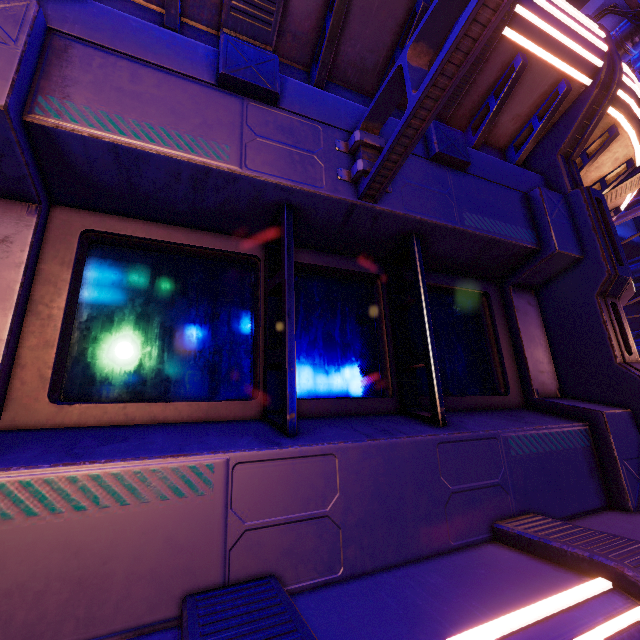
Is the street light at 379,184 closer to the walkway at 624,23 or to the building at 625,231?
the walkway at 624,23

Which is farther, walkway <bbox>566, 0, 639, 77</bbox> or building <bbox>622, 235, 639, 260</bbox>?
building <bbox>622, 235, 639, 260</bbox>

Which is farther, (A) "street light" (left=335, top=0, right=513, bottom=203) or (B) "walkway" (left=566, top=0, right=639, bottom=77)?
(B) "walkway" (left=566, top=0, right=639, bottom=77)

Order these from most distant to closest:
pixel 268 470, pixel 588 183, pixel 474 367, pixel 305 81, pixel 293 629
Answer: pixel 588 183 → pixel 474 367 → pixel 305 81 → pixel 268 470 → pixel 293 629

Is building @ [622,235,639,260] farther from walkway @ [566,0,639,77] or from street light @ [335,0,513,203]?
street light @ [335,0,513,203]

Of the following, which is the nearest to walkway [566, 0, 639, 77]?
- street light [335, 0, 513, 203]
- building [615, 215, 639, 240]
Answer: street light [335, 0, 513, 203]

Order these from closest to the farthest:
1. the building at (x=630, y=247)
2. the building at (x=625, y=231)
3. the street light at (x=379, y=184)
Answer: the street light at (x=379, y=184) → the building at (x=630, y=247) → the building at (x=625, y=231)

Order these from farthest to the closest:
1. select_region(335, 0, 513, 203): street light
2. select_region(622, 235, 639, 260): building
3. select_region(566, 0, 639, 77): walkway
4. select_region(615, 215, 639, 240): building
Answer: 1. select_region(615, 215, 639, 240): building
2. select_region(622, 235, 639, 260): building
3. select_region(566, 0, 639, 77): walkway
4. select_region(335, 0, 513, 203): street light
